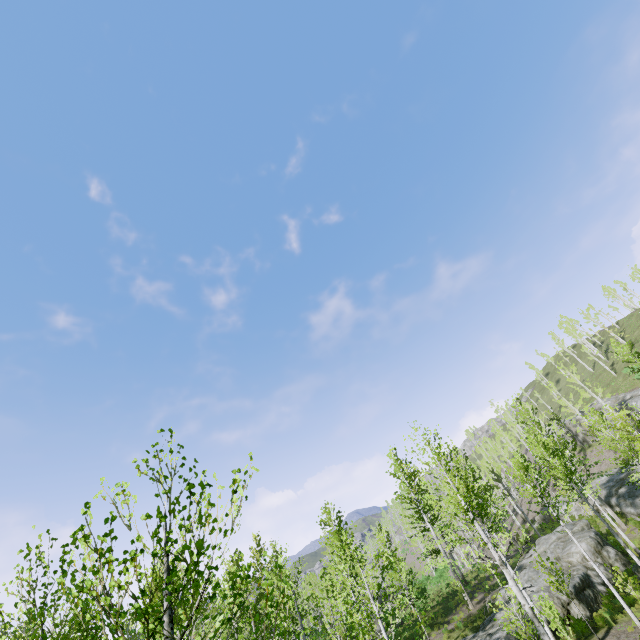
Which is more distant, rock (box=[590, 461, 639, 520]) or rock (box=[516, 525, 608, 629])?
rock (box=[590, 461, 639, 520])

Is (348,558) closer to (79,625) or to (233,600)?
(79,625)

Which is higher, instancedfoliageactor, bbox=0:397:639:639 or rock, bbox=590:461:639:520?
instancedfoliageactor, bbox=0:397:639:639

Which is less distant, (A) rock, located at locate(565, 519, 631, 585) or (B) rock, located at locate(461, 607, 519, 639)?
(B) rock, located at locate(461, 607, 519, 639)

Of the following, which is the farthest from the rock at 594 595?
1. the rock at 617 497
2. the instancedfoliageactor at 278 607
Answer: the rock at 617 497

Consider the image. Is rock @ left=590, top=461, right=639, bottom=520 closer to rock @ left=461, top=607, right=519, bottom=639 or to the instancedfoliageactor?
the instancedfoliageactor

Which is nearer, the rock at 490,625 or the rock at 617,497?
the rock at 490,625
